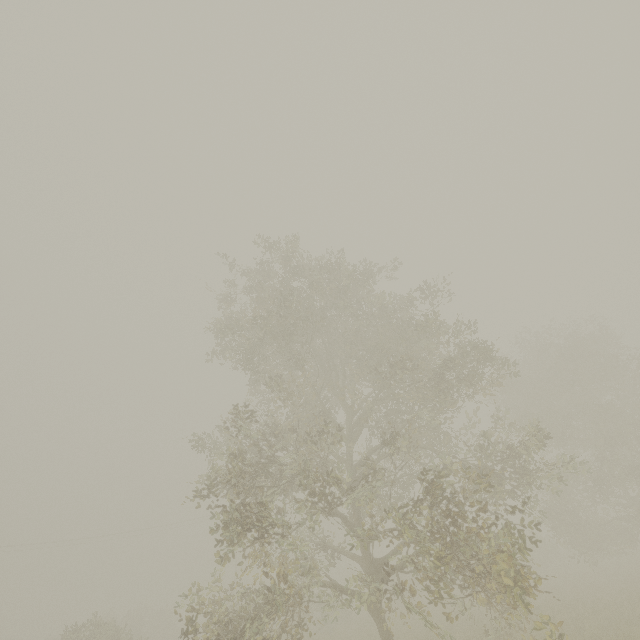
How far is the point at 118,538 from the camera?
39.91m
